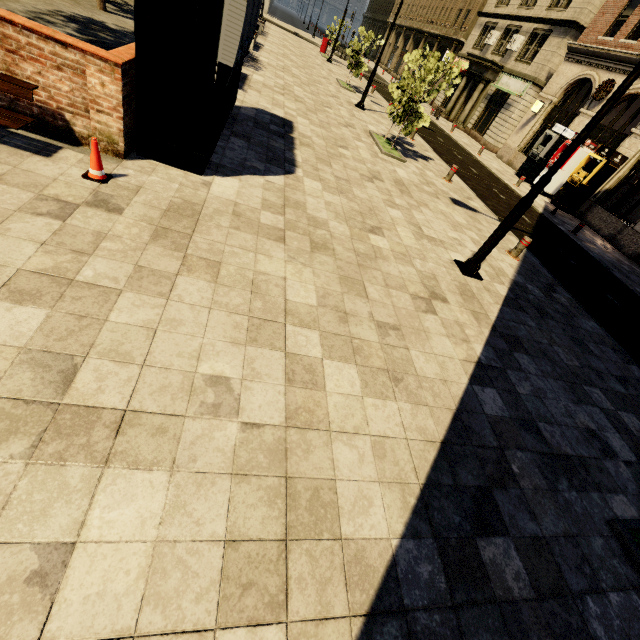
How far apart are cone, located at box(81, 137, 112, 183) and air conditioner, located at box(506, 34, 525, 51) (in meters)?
32.68

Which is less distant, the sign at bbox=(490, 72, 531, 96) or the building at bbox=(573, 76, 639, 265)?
the building at bbox=(573, 76, 639, 265)

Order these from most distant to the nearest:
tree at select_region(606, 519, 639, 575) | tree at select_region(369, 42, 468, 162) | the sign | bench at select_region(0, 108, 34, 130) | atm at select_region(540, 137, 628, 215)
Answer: the sign → atm at select_region(540, 137, 628, 215) → tree at select_region(369, 42, 468, 162) → bench at select_region(0, 108, 34, 130) → tree at select_region(606, 519, 639, 575)

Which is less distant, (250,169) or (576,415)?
(576,415)

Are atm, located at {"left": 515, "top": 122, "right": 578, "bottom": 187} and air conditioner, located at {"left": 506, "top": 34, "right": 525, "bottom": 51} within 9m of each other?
no

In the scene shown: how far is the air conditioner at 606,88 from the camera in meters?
17.2

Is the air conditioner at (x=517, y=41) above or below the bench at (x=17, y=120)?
above

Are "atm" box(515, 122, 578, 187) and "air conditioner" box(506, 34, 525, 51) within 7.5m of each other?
no
